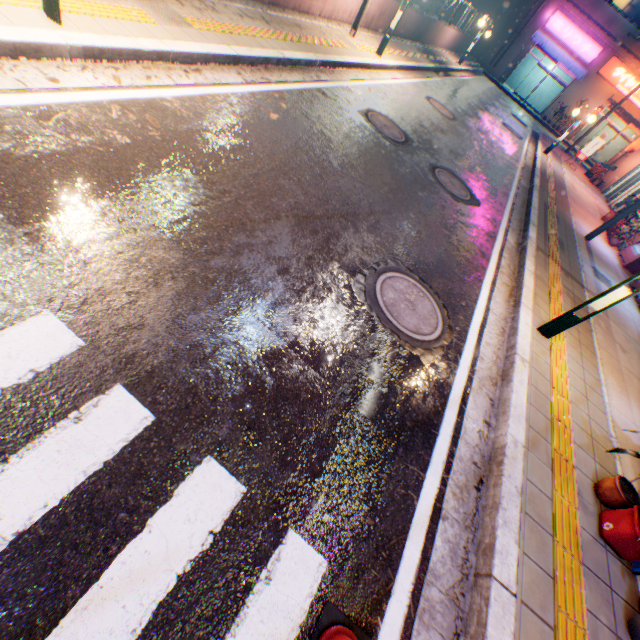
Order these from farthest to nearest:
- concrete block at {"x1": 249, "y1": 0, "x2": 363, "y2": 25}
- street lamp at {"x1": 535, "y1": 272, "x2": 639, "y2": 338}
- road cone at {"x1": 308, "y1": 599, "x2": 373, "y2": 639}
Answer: concrete block at {"x1": 249, "y1": 0, "x2": 363, "y2": 25}, street lamp at {"x1": 535, "y1": 272, "x2": 639, "y2": 338}, road cone at {"x1": 308, "y1": 599, "x2": 373, "y2": 639}

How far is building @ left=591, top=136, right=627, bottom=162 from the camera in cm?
2833

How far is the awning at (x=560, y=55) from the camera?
24.8m

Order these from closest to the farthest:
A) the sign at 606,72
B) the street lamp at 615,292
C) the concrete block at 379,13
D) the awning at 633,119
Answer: the street lamp at 615,292 < the concrete block at 379,13 < the sign at 606,72 < the awning at 633,119

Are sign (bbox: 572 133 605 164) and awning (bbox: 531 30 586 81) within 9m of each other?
no

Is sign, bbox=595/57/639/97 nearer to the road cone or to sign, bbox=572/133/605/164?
sign, bbox=572/133/605/164

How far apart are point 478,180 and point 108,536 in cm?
1025
